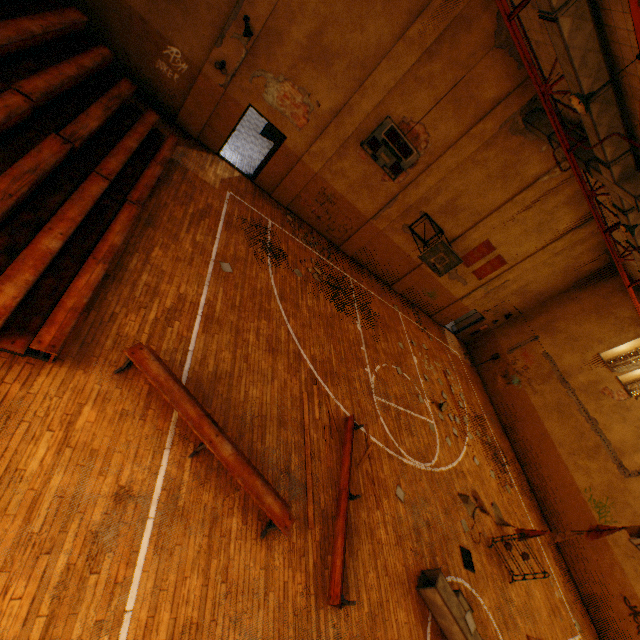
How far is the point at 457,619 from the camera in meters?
7.1 m

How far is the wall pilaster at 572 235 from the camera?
15.5m

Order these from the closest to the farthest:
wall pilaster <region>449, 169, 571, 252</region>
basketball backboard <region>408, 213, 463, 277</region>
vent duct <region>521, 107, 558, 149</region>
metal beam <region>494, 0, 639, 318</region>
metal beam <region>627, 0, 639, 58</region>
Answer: metal beam <region>627, 0, 639, 58</region>, metal beam <region>494, 0, 639, 318</region>, vent duct <region>521, 107, 558, 149</region>, basketball backboard <region>408, 213, 463, 277</region>, wall pilaster <region>449, 169, 571, 252</region>

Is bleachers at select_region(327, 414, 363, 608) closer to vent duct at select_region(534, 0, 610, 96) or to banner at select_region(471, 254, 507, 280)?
Result: vent duct at select_region(534, 0, 610, 96)

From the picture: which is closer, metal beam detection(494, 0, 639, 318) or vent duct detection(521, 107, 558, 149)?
metal beam detection(494, 0, 639, 318)

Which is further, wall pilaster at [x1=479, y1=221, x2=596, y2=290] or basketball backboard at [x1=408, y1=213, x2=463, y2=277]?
wall pilaster at [x1=479, y1=221, x2=596, y2=290]

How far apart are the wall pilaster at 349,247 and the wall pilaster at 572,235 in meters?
7.1

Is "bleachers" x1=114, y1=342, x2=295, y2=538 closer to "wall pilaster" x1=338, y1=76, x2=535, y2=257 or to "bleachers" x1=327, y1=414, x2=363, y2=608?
"bleachers" x1=327, y1=414, x2=363, y2=608
